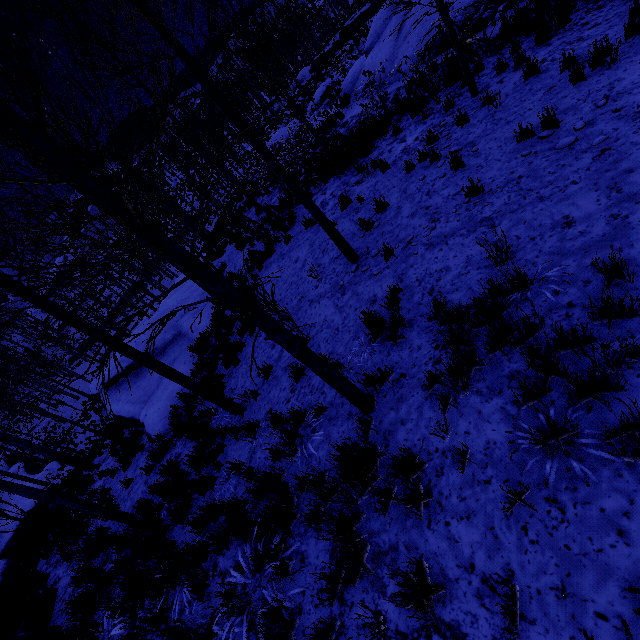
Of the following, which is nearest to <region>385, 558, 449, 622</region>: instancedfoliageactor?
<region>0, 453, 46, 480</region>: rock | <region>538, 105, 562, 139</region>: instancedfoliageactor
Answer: <region>538, 105, 562, 139</region>: instancedfoliageactor

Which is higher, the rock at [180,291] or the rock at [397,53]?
the rock at [397,53]

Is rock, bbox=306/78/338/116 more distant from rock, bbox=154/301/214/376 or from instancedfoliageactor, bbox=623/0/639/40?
instancedfoliageactor, bbox=623/0/639/40

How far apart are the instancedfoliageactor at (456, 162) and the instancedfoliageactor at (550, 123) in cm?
126

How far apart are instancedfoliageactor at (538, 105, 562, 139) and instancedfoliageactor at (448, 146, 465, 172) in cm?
126

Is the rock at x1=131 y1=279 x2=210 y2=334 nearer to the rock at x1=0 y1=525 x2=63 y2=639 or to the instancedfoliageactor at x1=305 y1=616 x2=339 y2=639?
the instancedfoliageactor at x1=305 y1=616 x2=339 y2=639

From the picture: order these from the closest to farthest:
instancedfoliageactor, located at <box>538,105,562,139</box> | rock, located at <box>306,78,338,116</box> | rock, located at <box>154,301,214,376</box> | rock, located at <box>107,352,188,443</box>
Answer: instancedfoliageactor, located at <box>538,105,562,139</box> < rock, located at <box>107,352,188,443</box> < rock, located at <box>154,301,214,376</box> < rock, located at <box>306,78,338,116</box>

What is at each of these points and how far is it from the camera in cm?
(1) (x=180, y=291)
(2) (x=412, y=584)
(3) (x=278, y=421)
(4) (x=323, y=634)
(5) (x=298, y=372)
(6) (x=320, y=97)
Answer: (1) rock, 1945
(2) instancedfoliageactor, 240
(3) instancedfoliageactor, 556
(4) instancedfoliageactor, 275
(5) instancedfoliageactor, 615
(6) rock, 2392
